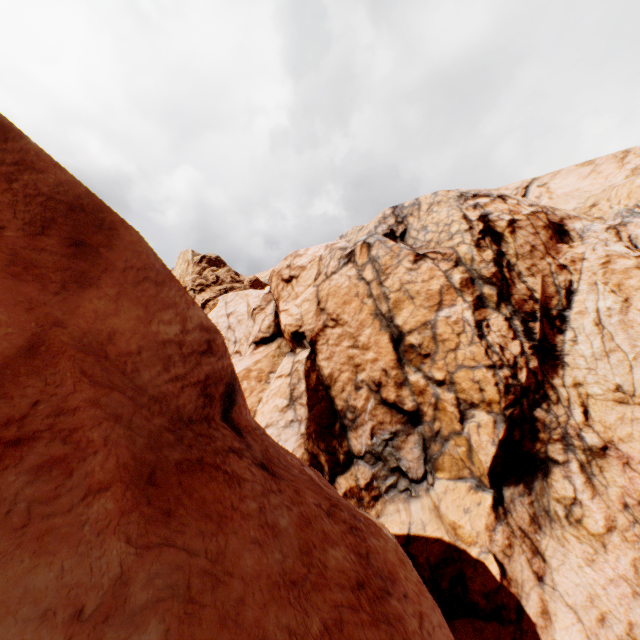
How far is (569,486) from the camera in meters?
14.7 m
